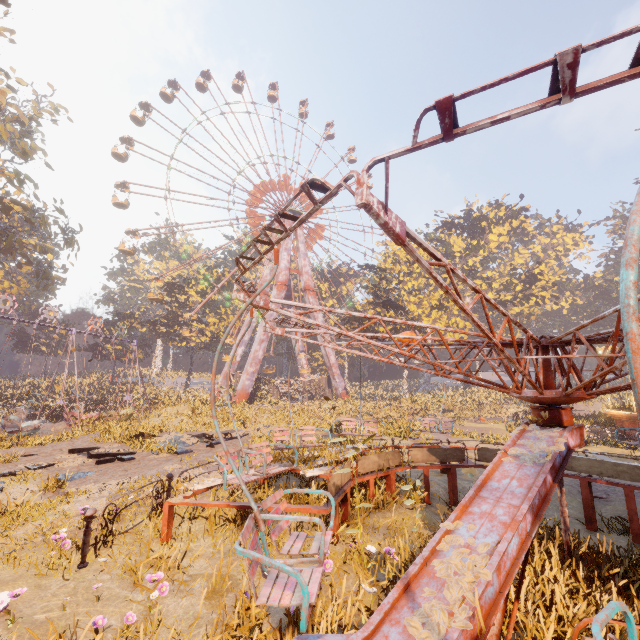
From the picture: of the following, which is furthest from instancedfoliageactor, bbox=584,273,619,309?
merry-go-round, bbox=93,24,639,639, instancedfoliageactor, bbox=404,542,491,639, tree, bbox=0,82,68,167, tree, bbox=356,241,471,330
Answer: tree, bbox=0,82,68,167

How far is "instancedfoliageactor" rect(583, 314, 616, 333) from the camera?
49.78m

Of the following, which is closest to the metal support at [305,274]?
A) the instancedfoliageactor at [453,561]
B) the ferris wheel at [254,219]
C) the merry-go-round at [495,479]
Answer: the ferris wheel at [254,219]

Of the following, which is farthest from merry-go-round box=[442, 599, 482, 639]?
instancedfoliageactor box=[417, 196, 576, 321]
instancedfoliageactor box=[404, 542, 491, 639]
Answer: instancedfoliageactor box=[417, 196, 576, 321]

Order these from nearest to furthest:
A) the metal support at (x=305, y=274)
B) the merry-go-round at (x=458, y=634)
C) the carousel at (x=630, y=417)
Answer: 1. the merry-go-round at (x=458, y=634)
2. the carousel at (x=630, y=417)
3. the metal support at (x=305, y=274)

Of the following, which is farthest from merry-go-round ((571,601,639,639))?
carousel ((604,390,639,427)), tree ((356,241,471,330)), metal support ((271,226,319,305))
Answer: metal support ((271,226,319,305))

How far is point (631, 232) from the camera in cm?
100

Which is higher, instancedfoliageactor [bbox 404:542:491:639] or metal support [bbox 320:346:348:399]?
metal support [bbox 320:346:348:399]
